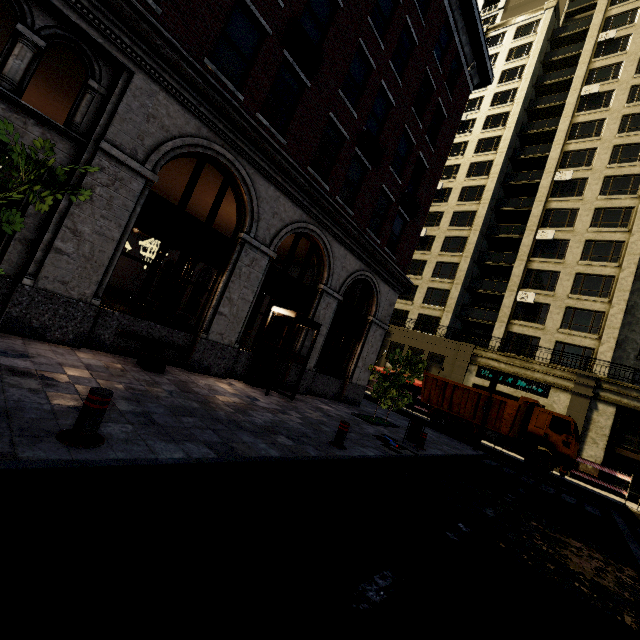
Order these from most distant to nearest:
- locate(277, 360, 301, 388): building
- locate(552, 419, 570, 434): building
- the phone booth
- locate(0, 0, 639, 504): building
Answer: locate(552, 419, 570, 434): building, locate(277, 360, 301, 388): building, the phone booth, locate(0, 0, 639, 504): building

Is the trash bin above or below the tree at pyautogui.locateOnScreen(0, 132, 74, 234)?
below

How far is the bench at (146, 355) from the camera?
7.3m

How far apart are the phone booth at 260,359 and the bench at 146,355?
2.4 meters

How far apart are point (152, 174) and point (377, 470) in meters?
8.3

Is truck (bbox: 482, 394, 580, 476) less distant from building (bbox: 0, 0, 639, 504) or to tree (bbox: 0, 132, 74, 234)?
building (bbox: 0, 0, 639, 504)

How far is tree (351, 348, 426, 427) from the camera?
12.45m

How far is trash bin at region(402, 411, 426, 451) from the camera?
10.14m
